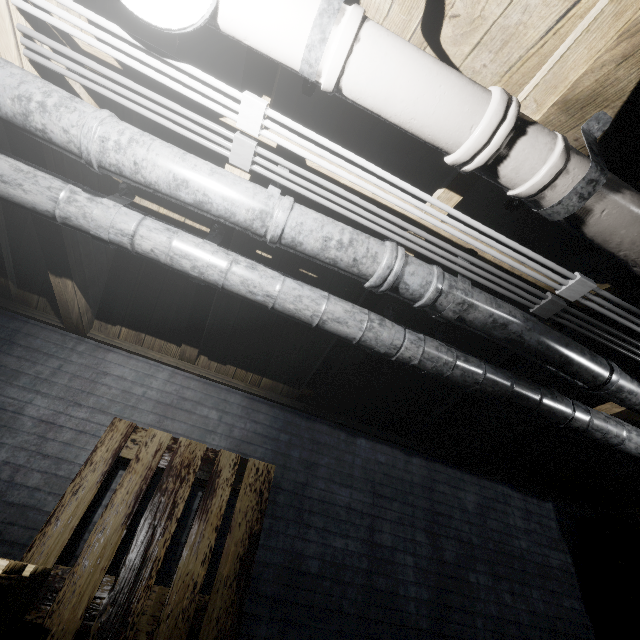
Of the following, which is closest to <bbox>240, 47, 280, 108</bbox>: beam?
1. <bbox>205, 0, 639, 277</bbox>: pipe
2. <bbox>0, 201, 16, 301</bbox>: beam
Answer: <bbox>205, 0, 639, 277</bbox>: pipe

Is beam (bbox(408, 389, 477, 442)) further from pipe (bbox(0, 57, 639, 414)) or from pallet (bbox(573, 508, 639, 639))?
pallet (bbox(573, 508, 639, 639))

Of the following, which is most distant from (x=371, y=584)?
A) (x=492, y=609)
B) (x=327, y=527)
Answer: (x=492, y=609)

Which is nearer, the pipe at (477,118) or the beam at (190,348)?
the pipe at (477,118)

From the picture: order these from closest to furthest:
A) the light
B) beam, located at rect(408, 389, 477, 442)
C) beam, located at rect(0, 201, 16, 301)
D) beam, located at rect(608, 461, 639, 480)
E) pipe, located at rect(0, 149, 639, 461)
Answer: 1. the light
2. pipe, located at rect(0, 149, 639, 461)
3. beam, located at rect(0, 201, 16, 301)
4. beam, located at rect(408, 389, 477, 442)
5. beam, located at rect(608, 461, 639, 480)

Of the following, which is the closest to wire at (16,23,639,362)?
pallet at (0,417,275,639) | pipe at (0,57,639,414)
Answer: pipe at (0,57,639,414)

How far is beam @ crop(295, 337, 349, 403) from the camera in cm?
215

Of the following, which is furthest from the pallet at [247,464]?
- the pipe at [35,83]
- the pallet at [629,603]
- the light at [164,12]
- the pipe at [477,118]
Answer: the pallet at [629,603]
